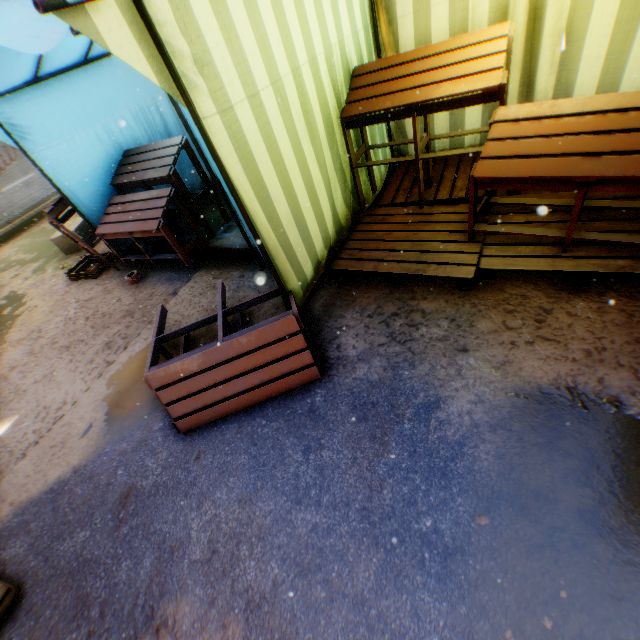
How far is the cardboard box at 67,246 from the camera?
6.1 meters

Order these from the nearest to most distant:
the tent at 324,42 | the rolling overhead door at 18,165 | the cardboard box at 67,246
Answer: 1. the tent at 324,42
2. the cardboard box at 67,246
3. the rolling overhead door at 18,165

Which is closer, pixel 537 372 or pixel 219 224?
pixel 537 372

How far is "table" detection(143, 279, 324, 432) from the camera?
2.4 meters

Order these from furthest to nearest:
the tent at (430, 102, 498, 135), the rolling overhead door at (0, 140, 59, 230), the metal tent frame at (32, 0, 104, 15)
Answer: the rolling overhead door at (0, 140, 59, 230), the tent at (430, 102, 498, 135), the metal tent frame at (32, 0, 104, 15)

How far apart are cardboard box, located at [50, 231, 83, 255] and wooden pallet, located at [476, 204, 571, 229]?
5.7 meters

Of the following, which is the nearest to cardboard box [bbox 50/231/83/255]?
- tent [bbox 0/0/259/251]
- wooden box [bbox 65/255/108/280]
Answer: wooden box [bbox 65/255/108/280]

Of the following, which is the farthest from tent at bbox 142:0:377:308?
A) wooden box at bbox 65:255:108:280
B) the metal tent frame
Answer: wooden box at bbox 65:255:108:280
